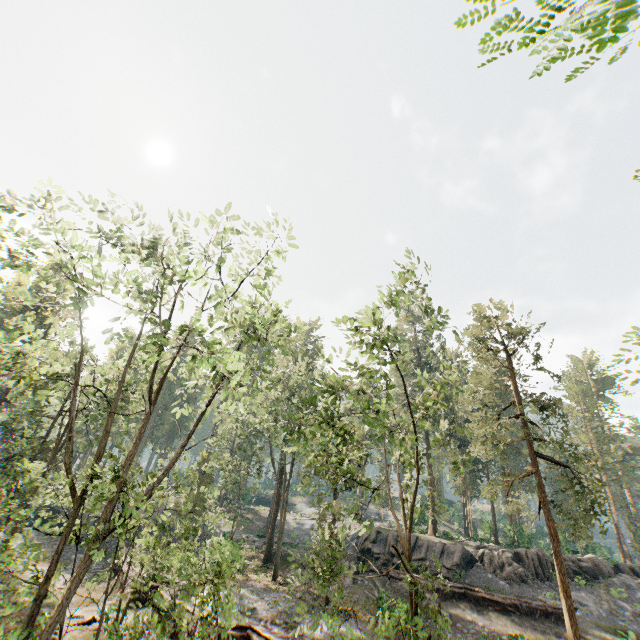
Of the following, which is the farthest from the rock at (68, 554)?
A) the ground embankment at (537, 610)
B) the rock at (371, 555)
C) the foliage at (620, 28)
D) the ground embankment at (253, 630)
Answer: the ground embankment at (537, 610)

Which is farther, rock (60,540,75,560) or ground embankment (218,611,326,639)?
rock (60,540,75,560)

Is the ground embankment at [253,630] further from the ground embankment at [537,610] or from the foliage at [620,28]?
the ground embankment at [537,610]

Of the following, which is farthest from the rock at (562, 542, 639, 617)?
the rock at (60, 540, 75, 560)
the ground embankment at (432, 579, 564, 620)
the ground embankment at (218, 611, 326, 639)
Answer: the rock at (60, 540, 75, 560)

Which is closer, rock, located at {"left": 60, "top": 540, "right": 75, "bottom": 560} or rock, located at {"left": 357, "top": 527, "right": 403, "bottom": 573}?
rock, located at {"left": 357, "top": 527, "right": 403, "bottom": 573}

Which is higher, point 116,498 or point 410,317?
point 410,317

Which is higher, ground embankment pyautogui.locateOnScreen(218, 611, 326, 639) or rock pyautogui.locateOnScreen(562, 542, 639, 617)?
rock pyautogui.locateOnScreen(562, 542, 639, 617)

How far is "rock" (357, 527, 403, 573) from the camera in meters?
30.5
